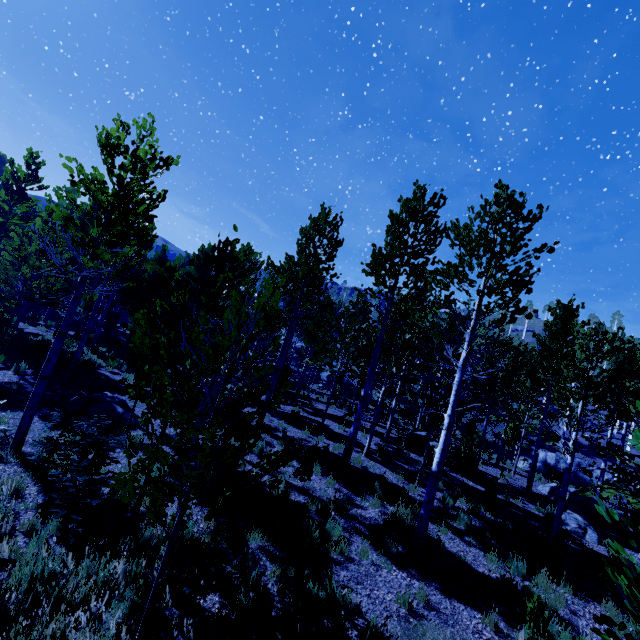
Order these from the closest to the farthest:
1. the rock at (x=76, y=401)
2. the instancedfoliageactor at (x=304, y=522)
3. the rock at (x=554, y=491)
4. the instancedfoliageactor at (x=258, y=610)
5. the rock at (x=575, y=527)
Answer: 1. the instancedfoliageactor at (x=258, y=610)
2. the instancedfoliageactor at (x=304, y=522)
3. the rock at (x=76, y=401)
4. the rock at (x=575, y=527)
5. the rock at (x=554, y=491)

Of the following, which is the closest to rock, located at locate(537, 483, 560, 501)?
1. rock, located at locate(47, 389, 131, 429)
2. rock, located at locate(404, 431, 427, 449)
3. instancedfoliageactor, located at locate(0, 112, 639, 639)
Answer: instancedfoliageactor, located at locate(0, 112, 639, 639)

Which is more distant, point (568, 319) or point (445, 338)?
point (445, 338)

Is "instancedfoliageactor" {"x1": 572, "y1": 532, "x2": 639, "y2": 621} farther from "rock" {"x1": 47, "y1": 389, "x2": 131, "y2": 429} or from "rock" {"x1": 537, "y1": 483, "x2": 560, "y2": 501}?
"rock" {"x1": 47, "y1": 389, "x2": 131, "y2": 429}

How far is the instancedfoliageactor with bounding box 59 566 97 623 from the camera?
4.2 meters

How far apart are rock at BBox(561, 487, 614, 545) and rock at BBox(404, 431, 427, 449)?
5.4 meters

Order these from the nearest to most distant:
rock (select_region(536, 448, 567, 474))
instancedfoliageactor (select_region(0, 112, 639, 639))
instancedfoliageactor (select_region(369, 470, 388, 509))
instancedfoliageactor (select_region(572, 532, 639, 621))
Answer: instancedfoliageactor (select_region(572, 532, 639, 621)) → instancedfoliageactor (select_region(0, 112, 639, 639)) → instancedfoliageactor (select_region(369, 470, 388, 509)) → rock (select_region(536, 448, 567, 474))

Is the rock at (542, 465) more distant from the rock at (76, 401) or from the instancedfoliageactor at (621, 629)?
the rock at (76, 401)
